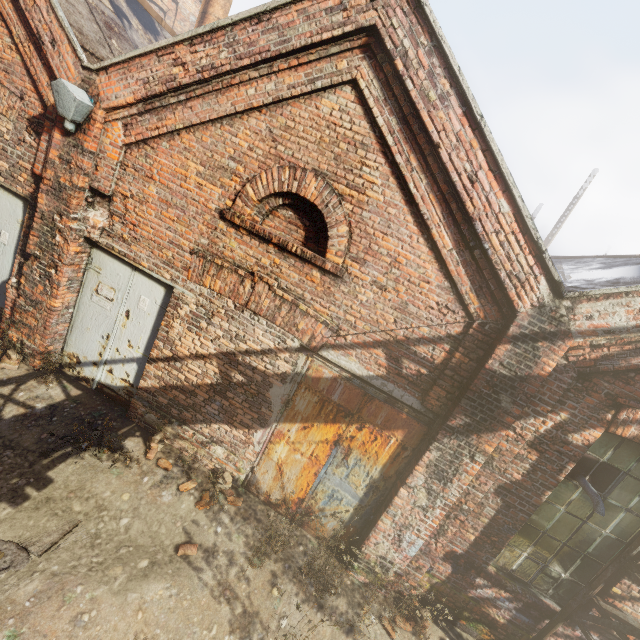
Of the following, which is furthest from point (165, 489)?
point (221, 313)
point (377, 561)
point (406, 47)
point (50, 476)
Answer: point (406, 47)

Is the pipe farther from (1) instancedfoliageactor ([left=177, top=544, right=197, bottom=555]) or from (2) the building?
(2) the building

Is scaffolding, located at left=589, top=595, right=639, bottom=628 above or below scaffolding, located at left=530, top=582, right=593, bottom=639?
above

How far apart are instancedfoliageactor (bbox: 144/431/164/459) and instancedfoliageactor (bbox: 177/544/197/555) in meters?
1.4 m

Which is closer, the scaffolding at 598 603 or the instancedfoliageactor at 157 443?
the scaffolding at 598 603

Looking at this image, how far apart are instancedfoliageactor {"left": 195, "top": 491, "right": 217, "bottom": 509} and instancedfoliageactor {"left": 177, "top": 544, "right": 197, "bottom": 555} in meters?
0.5

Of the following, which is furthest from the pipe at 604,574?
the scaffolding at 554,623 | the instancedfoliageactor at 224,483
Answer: the instancedfoliageactor at 224,483

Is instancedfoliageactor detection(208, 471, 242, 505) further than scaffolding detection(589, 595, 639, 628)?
Yes
